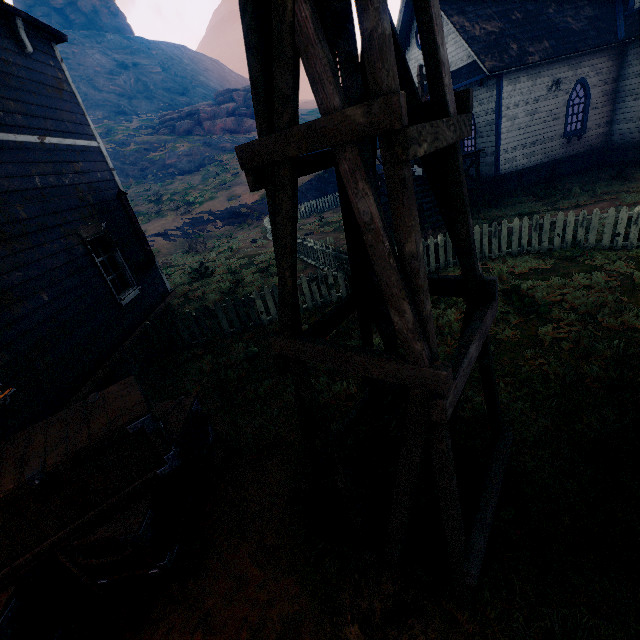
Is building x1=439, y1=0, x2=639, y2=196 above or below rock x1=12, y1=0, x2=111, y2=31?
below

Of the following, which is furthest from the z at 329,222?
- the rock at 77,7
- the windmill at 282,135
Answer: the rock at 77,7

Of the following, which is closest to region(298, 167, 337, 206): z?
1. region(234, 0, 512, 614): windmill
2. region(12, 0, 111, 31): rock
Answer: region(234, 0, 512, 614): windmill

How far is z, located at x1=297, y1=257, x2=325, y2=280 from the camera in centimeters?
1139cm

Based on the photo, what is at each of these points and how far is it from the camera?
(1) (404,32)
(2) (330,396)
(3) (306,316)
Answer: (1) building, 17.5m
(2) z, 5.5m
(3) z, 8.6m

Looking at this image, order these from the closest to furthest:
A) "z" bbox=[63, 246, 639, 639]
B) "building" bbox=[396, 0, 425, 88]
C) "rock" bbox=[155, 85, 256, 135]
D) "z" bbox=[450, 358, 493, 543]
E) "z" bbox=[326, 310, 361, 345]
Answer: "z" bbox=[63, 246, 639, 639]
"z" bbox=[450, 358, 493, 543]
"z" bbox=[326, 310, 361, 345]
"building" bbox=[396, 0, 425, 88]
"rock" bbox=[155, 85, 256, 135]

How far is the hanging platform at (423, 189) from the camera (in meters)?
11.09
